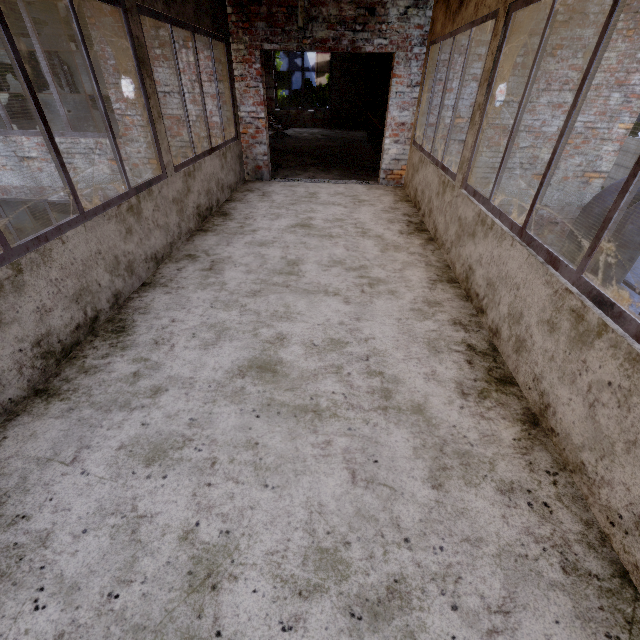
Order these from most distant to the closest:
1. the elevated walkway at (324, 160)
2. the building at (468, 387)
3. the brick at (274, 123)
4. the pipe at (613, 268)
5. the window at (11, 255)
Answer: the brick at (274, 123) → the elevated walkway at (324, 160) → the pipe at (613, 268) → the window at (11, 255) → the building at (468, 387)

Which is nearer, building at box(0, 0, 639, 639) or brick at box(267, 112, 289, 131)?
building at box(0, 0, 639, 639)

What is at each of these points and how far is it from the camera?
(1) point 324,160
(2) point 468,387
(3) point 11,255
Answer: (1) elevated walkway, 9.0m
(2) building, 2.3m
(3) window, 2.0m

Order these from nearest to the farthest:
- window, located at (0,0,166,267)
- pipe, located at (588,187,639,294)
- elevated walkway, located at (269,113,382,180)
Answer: window, located at (0,0,166,267), pipe, located at (588,187,639,294), elevated walkway, located at (269,113,382,180)

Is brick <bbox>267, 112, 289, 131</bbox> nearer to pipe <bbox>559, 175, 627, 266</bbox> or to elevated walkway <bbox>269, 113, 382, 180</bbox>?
elevated walkway <bbox>269, 113, 382, 180</bbox>

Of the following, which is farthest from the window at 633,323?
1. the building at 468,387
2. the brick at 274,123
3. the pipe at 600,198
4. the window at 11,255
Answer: the brick at 274,123

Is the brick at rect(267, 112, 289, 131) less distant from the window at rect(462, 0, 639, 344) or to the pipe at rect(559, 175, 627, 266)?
the pipe at rect(559, 175, 627, 266)

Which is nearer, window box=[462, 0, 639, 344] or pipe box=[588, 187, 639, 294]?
window box=[462, 0, 639, 344]
